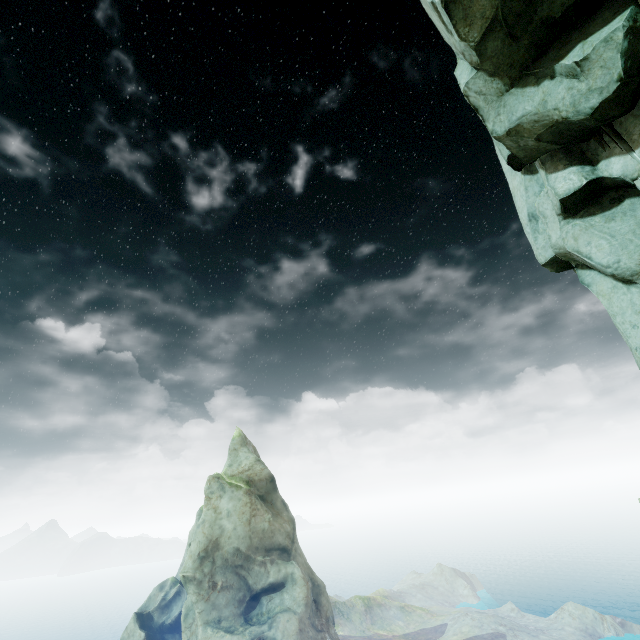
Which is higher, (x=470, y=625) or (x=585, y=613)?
(x=470, y=625)
